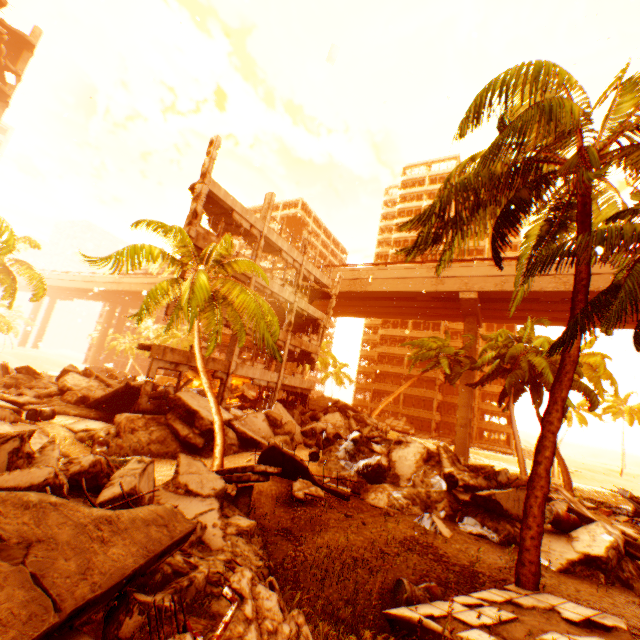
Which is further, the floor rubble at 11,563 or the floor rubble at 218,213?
the floor rubble at 218,213

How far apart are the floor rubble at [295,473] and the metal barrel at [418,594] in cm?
308

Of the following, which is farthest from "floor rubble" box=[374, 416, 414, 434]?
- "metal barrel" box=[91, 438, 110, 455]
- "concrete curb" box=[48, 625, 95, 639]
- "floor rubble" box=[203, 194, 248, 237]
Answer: "concrete curb" box=[48, 625, 95, 639]

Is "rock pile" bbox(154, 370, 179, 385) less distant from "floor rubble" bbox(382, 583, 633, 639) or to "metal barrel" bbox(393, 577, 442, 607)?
"floor rubble" bbox(382, 583, 633, 639)

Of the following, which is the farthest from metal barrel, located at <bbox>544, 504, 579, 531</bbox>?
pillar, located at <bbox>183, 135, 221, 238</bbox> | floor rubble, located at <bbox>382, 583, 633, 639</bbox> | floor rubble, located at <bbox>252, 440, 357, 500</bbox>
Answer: pillar, located at <bbox>183, 135, 221, 238</bbox>

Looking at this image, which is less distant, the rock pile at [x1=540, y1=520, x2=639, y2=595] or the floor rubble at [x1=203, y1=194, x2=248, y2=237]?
the rock pile at [x1=540, y1=520, x2=639, y2=595]

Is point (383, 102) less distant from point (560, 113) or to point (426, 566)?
point (560, 113)

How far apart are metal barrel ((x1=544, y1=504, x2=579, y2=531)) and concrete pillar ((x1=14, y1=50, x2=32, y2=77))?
50.72m
